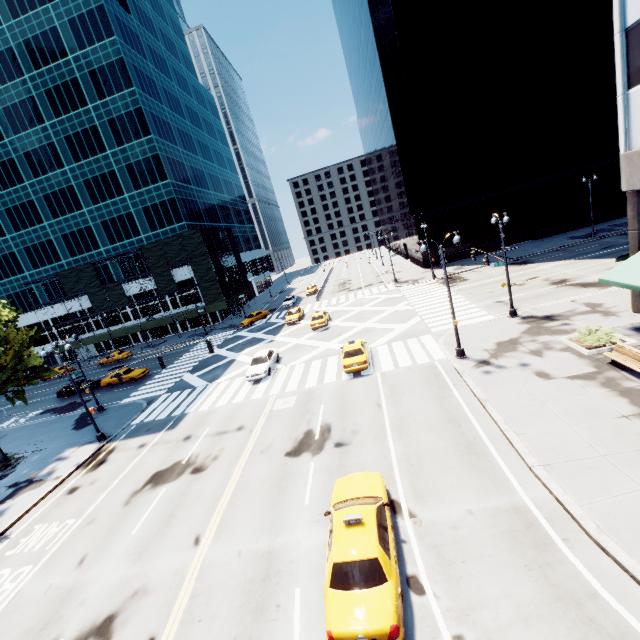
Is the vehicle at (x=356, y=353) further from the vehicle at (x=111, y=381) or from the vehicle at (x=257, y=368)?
the vehicle at (x=111, y=381)

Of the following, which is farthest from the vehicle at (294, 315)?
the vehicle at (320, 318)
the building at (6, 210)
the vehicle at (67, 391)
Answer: the vehicle at (67, 391)

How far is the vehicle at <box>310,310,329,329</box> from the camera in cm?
3434

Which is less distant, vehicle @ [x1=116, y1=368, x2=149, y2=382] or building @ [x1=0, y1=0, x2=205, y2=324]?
vehicle @ [x1=116, y1=368, x2=149, y2=382]

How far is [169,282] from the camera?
51.4 meters

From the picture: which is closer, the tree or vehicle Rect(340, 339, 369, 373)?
vehicle Rect(340, 339, 369, 373)

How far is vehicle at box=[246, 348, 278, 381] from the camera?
25.12m

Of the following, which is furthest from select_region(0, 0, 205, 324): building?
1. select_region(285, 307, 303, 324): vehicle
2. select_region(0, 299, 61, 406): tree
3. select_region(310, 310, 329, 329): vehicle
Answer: select_region(310, 310, 329, 329): vehicle
